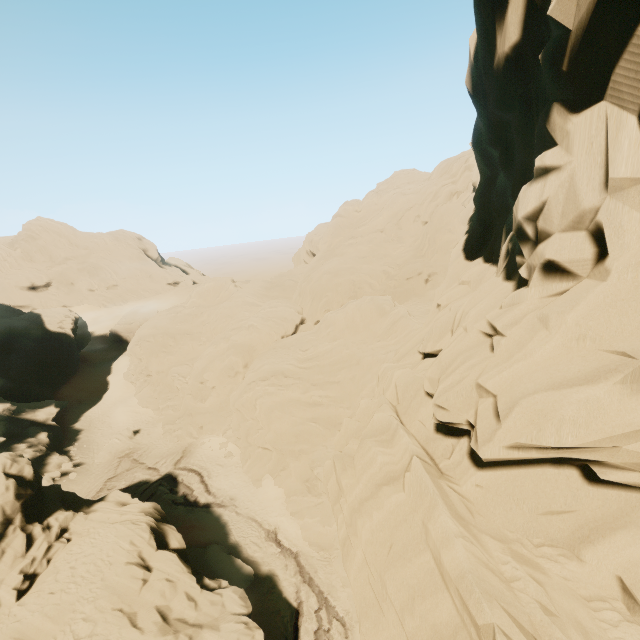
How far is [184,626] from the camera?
15.6 meters

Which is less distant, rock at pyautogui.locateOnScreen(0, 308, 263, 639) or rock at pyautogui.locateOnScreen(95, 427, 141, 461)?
rock at pyautogui.locateOnScreen(0, 308, 263, 639)

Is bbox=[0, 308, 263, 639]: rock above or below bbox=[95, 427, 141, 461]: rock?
above

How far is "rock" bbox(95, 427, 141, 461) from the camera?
36.6 meters

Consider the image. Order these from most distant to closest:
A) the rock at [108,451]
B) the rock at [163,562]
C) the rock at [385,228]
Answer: the rock at [108,451] → the rock at [163,562] → the rock at [385,228]

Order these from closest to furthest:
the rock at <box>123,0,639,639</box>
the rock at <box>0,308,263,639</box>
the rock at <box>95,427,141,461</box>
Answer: the rock at <box>123,0,639,639</box> → the rock at <box>0,308,263,639</box> → the rock at <box>95,427,141,461</box>

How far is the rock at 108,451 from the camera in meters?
36.6 m
